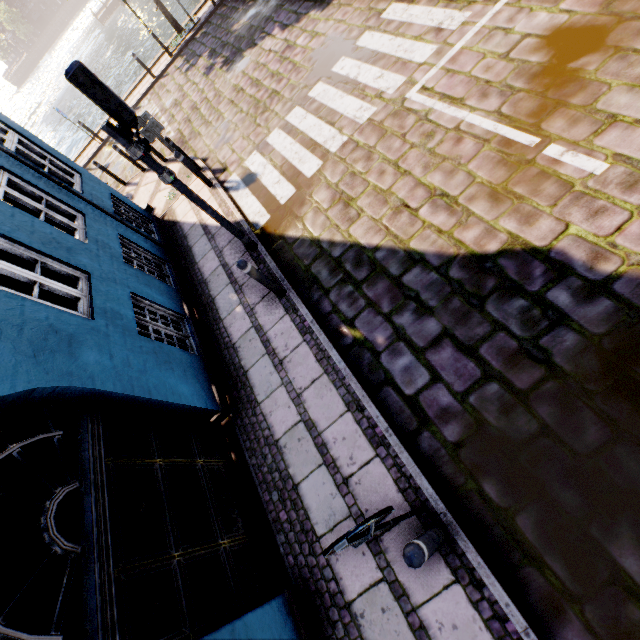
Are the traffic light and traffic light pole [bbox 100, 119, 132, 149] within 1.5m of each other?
yes

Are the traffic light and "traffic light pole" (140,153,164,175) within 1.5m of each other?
yes

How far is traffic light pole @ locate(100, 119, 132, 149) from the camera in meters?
4.1

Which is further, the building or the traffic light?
the traffic light

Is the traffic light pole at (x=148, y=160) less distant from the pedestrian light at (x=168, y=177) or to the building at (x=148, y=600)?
the pedestrian light at (x=168, y=177)

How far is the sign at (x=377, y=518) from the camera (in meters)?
1.90

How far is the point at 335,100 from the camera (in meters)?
7.16

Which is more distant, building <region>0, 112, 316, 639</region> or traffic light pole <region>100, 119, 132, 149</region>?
traffic light pole <region>100, 119, 132, 149</region>
